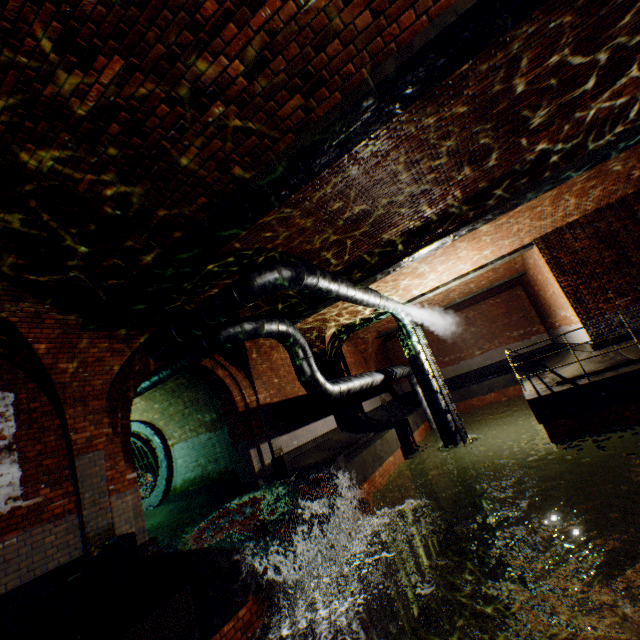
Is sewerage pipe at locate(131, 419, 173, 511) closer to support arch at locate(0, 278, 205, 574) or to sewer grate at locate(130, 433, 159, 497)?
sewer grate at locate(130, 433, 159, 497)

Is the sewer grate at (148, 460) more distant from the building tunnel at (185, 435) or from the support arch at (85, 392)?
the support arch at (85, 392)

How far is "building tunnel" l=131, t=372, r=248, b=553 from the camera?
8.9m

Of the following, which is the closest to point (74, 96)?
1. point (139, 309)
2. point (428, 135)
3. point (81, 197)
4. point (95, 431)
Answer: point (81, 197)

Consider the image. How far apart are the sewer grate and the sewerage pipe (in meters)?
0.01

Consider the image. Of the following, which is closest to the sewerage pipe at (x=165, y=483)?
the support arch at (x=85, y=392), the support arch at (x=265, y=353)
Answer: the support arch at (x=265, y=353)

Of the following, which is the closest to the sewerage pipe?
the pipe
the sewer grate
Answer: the sewer grate

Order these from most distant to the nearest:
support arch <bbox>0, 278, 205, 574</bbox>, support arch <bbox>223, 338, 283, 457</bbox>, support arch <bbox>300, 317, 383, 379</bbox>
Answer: support arch <bbox>300, 317, 383, 379</bbox>, support arch <bbox>223, 338, 283, 457</bbox>, support arch <bbox>0, 278, 205, 574</bbox>
